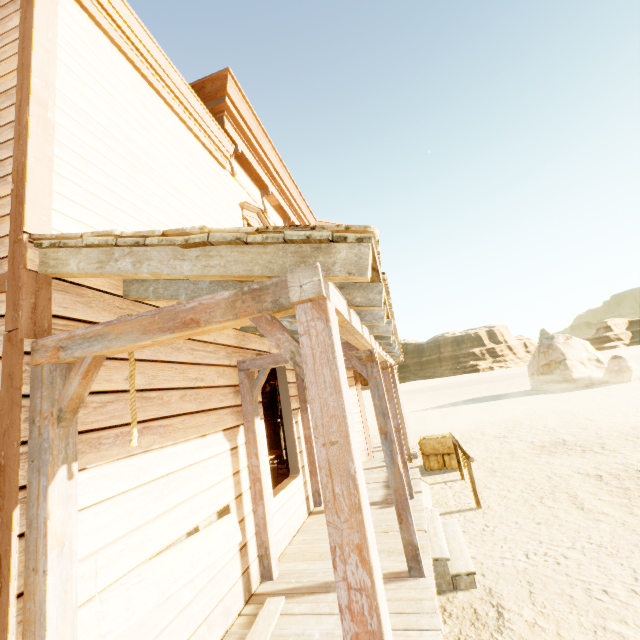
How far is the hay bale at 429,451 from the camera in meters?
8.6 m

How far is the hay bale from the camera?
8.58m

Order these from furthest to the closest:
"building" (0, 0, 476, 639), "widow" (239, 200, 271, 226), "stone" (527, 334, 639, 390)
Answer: "stone" (527, 334, 639, 390)
"widow" (239, 200, 271, 226)
"building" (0, 0, 476, 639)

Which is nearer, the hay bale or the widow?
the widow

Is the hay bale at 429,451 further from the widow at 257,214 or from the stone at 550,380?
the stone at 550,380

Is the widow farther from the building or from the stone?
the stone

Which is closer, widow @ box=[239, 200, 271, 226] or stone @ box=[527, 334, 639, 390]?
widow @ box=[239, 200, 271, 226]

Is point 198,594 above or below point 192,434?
below
